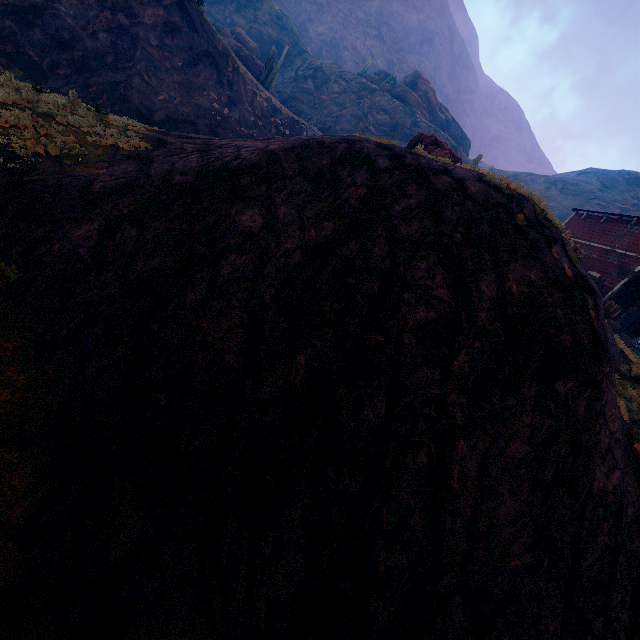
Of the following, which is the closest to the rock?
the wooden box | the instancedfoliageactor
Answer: the instancedfoliageactor

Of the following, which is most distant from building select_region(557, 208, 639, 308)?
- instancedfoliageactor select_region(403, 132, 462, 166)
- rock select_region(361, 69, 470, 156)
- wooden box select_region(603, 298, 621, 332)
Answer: instancedfoliageactor select_region(403, 132, 462, 166)

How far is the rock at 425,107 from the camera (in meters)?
48.06

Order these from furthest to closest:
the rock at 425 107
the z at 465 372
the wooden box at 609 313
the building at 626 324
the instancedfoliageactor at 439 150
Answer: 1. the rock at 425 107
2. the building at 626 324
3. the wooden box at 609 313
4. the instancedfoliageactor at 439 150
5. the z at 465 372

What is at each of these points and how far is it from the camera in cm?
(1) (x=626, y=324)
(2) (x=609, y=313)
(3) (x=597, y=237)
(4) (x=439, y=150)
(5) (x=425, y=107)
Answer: (1) building, 2625
(2) wooden box, 1395
(3) building, 2097
(4) instancedfoliageactor, 1444
(5) rock, 4916

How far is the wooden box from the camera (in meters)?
13.65

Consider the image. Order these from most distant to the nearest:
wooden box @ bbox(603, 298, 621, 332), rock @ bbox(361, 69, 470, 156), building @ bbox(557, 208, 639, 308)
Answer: rock @ bbox(361, 69, 470, 156) < building @ bbox(557, 208, 639, 308) < wooden box @ bbox(603, 298, 621, 332)

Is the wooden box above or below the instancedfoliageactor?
below
